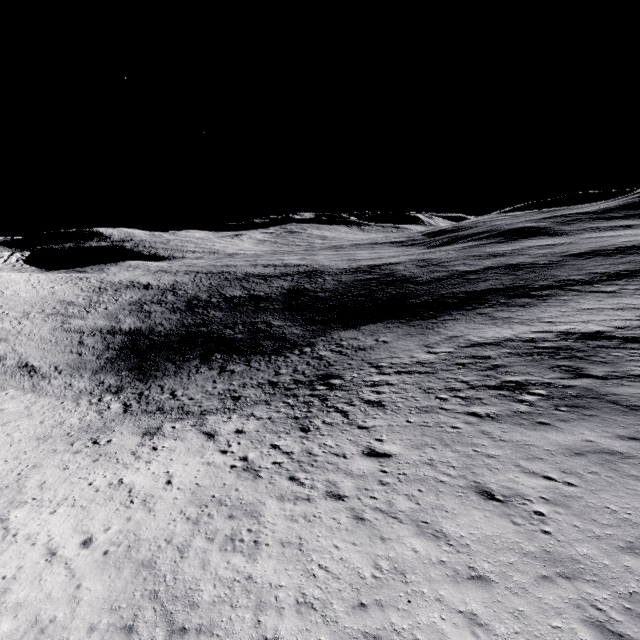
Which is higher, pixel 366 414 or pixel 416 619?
pixel 416 619
